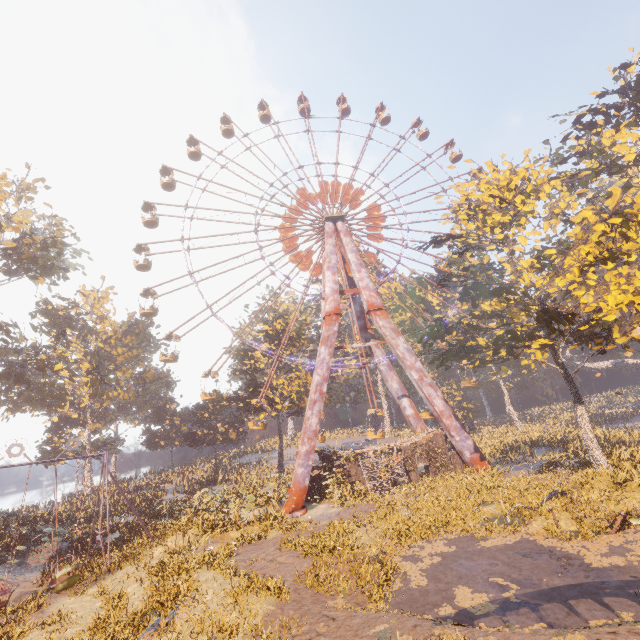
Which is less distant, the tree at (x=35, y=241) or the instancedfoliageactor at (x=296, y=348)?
the tree at (x=35, y=241)

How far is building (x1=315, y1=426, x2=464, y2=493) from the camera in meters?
26.0

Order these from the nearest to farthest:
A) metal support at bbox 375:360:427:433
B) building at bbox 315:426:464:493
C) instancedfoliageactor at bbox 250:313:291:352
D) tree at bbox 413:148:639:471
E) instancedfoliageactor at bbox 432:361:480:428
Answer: tree at bbox 413:148:639:471, building at bbox 315:426:464:493, metal support at bbox 375:360:427:433, instancedfoliageactor at bbox 250:313:291:352, instancedfoliageactor at bbox 432:361:480:428

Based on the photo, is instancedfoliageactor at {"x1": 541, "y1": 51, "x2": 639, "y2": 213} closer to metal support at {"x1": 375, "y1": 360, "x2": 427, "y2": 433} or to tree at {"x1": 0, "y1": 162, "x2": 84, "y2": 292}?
A: metal support at {"x1": 375, "y1": 360, "x2": 427, "y2": 433}

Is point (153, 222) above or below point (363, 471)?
above

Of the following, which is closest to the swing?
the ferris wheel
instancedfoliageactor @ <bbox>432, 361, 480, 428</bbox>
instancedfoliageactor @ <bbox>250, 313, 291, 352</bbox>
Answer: instancedfoliageactor @ <bbox>250, 313, 291, 352</bbox>

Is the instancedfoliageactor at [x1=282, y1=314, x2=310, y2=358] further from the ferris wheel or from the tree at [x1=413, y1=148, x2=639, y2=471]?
the tree at [x1=413, y1=148, x2=639, y2=471]

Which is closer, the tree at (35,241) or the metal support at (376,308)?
the metal support at (376,308)
